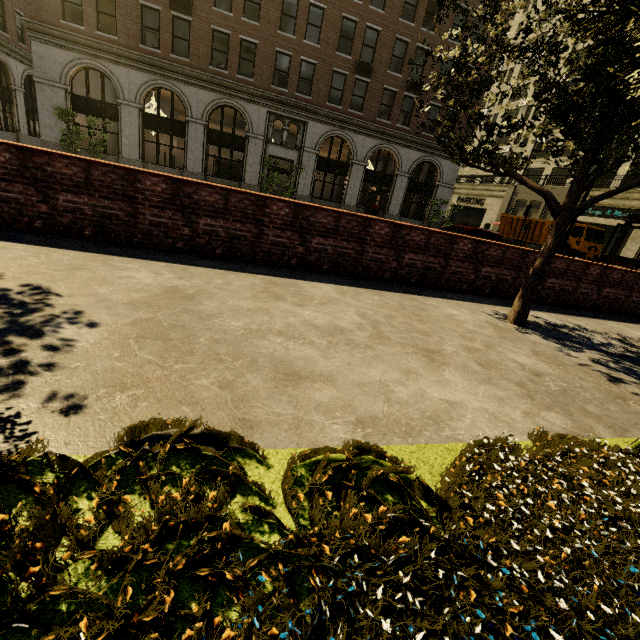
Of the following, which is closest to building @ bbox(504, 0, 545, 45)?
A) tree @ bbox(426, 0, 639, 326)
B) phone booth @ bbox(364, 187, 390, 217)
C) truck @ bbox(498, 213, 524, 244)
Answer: phone booth @ bbox(364, 187, 390, 217)

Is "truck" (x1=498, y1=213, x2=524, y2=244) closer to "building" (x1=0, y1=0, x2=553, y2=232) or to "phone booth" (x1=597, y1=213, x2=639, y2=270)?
"building" (x1=0, y1=0, x2=553, y2=232)

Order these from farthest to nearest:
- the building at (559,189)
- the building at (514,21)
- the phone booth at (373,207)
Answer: the building at (514,21) < the building at (559,189) < the phone booth at (373,207)

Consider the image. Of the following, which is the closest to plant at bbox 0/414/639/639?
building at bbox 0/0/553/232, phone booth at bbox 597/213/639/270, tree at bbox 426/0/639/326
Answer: tree at bbox 426/0/639/326

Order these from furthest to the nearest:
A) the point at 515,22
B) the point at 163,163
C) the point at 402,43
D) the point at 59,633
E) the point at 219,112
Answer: the point at 515,22, the point at 163,163, the point at 219,112, the point at 402,43, the point at 59,633

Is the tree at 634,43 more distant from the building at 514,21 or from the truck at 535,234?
the truck at 535,234

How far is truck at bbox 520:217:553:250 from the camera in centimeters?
2546cm

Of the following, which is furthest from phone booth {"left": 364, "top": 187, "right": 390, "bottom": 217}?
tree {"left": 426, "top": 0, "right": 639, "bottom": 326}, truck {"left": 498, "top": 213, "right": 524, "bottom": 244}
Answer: truck {"left": 498, "top": 213, "right": 524, "bottom": 244}
